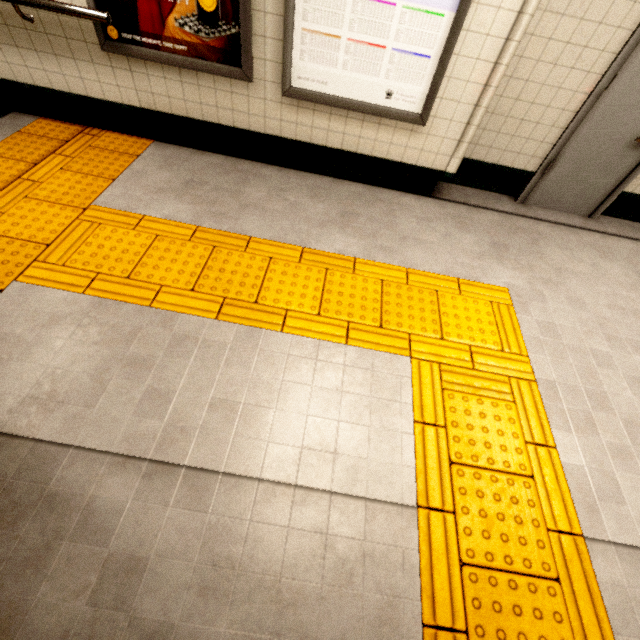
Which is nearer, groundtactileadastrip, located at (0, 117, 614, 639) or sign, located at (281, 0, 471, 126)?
groundtactileadastrip, located at (0, 117, 614, 639)

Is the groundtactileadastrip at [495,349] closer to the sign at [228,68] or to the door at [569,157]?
→ the sign at [228,68]

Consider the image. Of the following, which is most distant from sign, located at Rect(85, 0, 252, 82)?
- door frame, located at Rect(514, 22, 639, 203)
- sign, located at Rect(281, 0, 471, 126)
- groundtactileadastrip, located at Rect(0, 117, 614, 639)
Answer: door frame, located at Rect(514, 22, 639, 203)

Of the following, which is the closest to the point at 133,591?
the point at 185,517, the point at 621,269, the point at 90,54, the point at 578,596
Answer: the point at 185,517

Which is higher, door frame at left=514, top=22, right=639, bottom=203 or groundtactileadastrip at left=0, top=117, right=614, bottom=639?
door frame at left=514, top=22, right=639, bottom=203

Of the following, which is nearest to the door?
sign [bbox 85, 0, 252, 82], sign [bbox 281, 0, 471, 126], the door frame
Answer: the door frame

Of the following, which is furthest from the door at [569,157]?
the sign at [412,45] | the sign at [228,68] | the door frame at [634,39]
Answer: the sign at [228,68]

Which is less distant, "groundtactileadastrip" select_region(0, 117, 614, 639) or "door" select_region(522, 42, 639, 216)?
"groundtactileadastrip" select_region(0, 117, 614, 639)
